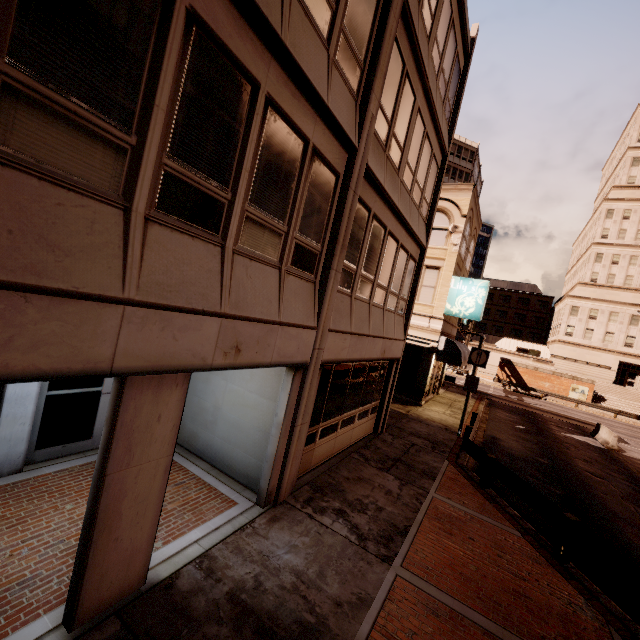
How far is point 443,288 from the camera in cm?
1911

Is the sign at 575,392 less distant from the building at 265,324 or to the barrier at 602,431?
the barrier at 602,431

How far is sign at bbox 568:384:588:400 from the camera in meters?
39.8

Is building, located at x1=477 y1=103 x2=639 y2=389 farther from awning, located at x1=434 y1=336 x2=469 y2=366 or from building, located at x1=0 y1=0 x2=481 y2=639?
building, located at x1=0 y1=0 x2=481 y2=639

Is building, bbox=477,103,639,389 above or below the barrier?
above

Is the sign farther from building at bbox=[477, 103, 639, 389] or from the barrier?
the barrier

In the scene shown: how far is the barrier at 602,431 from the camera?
19.8 meters

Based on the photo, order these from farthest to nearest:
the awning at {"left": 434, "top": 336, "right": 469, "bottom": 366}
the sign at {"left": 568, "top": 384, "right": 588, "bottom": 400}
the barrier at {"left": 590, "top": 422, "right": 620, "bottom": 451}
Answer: the sign at {"left": 568, "top": 384, "right": 588, "bottom": 400}
the barrier at {"left": 590, "top": 422, "right": 620, "bottom": 451}
the awning at {"left": 434, "top": 336, "right": 469, "bottom": 366}
